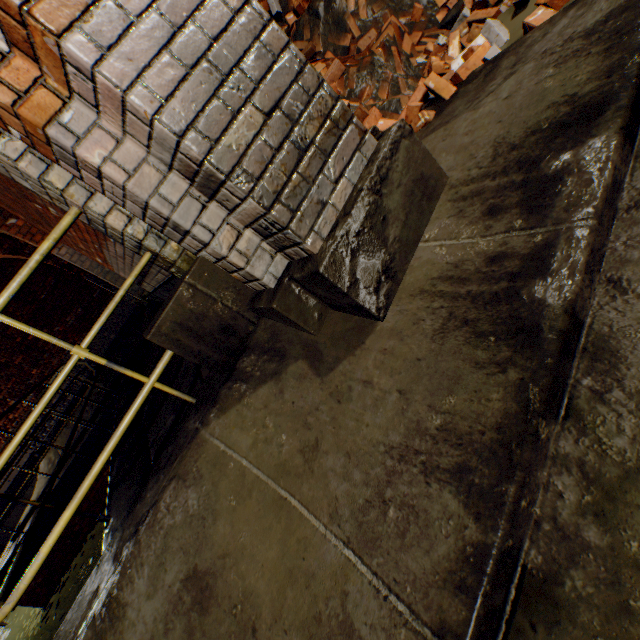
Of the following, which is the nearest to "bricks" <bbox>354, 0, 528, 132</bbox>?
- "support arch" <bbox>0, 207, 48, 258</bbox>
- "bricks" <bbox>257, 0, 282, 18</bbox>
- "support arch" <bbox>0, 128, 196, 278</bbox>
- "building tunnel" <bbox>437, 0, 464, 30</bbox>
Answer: "building tunnel" <bbox>437, 0, 464, 30</bbox>

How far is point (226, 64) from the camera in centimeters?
116cm

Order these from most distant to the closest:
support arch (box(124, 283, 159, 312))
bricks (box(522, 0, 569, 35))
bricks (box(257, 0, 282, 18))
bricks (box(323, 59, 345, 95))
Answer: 1. support arch (box(124, 283, 159, 312))
2. bricks (box(257, 0, 282, 18))
3. bricks (box(323, 59, 345, 95))
4. bricks (box(522, 0, 569, 35))

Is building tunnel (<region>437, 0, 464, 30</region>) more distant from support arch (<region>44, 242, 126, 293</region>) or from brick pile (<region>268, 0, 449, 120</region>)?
support arch (<region>44, 242, 126, 293</region>)

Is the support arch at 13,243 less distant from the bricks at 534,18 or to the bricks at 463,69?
the bricks at 463,69

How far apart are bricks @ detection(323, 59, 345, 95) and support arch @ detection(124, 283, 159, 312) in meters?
3.2 m

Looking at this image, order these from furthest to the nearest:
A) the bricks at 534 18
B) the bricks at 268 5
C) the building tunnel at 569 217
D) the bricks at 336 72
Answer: the bricks at 268 5 < the bricks at 336 72 < the bricks at 534 18 < the building tunnel at 569 217

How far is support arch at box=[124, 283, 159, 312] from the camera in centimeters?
596cm
